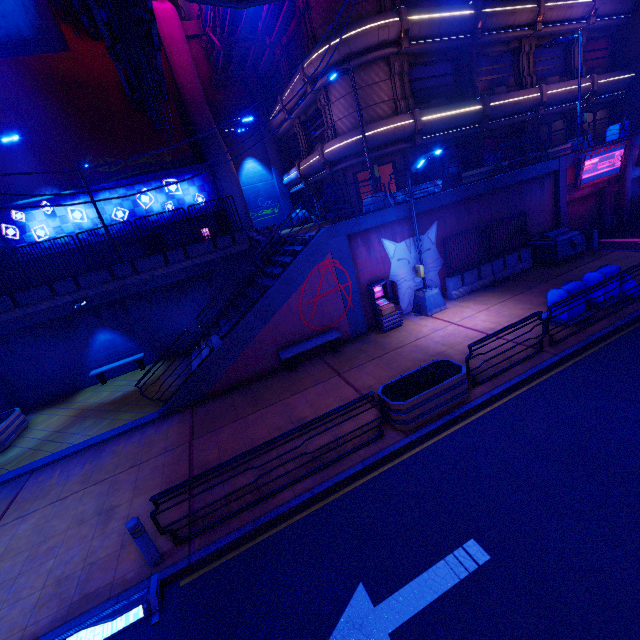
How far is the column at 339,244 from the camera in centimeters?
1234cm

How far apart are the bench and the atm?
1.8 meters

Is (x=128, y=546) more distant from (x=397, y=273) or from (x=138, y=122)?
(x=138, y=122)

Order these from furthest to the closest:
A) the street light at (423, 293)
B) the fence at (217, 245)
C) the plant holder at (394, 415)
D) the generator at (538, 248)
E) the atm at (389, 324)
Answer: the generator at (538, 248)
the fence at (217, 245)
the atm at (389, 324)
the street light at (423, 293)
the plant holder at (394, 415)

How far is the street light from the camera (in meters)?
A: 11.38

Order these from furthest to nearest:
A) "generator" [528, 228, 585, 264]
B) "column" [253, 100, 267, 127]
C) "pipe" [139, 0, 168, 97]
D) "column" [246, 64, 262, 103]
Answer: "column" [253, 100, 267, 127] → "column" [246, 64, 262, 103] → "generator" [528, 228, 585, 264] → "pipe" [139, 0, 168, 97]

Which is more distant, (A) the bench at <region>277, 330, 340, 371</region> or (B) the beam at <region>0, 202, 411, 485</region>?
(A) the bench at <region>277, 330, 340, 371</region>

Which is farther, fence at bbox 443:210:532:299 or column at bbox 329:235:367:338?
fence at bbox 443:210:532:299
